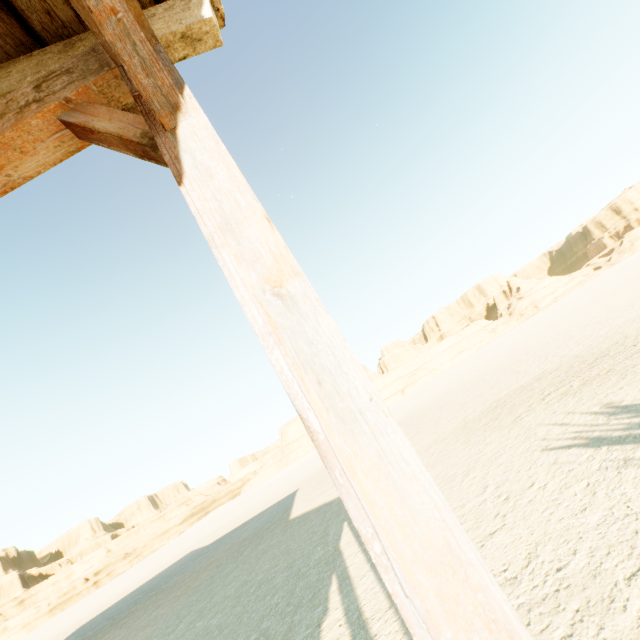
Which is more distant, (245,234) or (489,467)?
(489,467)
